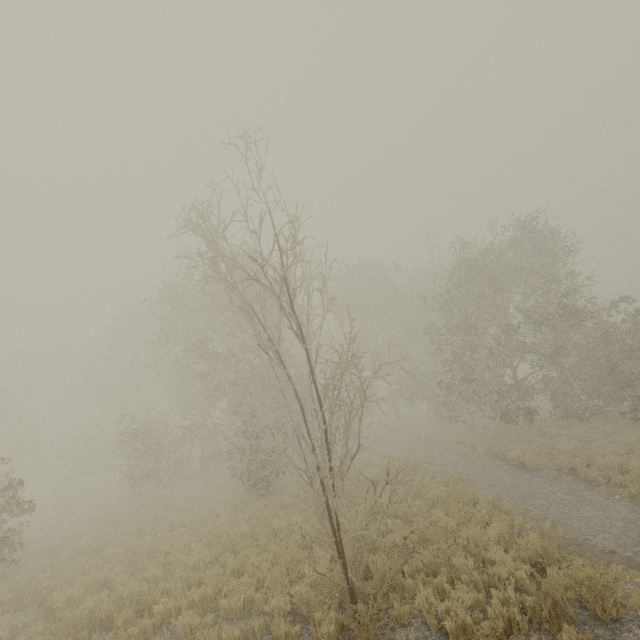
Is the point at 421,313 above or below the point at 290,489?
above
